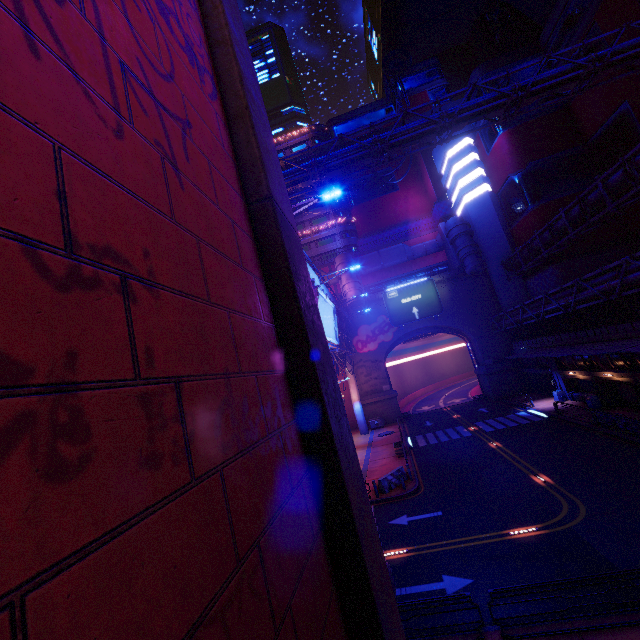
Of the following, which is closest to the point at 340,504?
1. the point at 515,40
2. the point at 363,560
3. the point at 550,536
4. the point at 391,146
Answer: the point at 363,560

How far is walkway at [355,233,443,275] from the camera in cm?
4918

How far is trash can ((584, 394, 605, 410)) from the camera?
27.0 meters

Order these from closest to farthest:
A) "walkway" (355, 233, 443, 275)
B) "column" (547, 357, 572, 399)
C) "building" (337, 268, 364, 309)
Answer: "column" (547, 357, 572, 399) < "building" (337, 268, 364, 309) < "walkway" (355, 233, 443, 275)

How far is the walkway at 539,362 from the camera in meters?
36.2 m

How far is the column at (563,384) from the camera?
32.4 meters

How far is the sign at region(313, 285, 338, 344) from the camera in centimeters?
1920cm

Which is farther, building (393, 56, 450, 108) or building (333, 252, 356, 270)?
building (393, 56, 450, 108)
